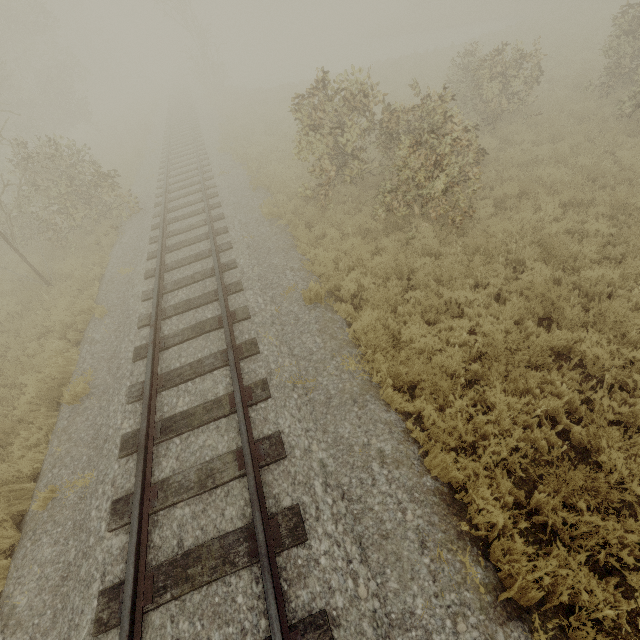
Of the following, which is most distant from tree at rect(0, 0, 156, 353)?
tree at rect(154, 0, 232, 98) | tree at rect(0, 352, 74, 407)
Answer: tree at rect(154, 0, 232, 98)

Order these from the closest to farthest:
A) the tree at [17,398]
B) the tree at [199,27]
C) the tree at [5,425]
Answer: the tree at [5,425] < the tree at [17,398] < the tree at [199,27]

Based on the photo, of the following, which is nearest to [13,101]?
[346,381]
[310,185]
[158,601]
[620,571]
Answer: [310,185]

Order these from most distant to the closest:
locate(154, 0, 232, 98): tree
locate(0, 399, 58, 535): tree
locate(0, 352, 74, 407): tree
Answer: locate(154, 0, 232, 98): tree, locate(0, 352, 74, 407): tree, locate(0, 399, 58, 535): tree

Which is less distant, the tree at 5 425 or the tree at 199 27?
the tree at 5 425

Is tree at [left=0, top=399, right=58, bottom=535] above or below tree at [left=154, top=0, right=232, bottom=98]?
below

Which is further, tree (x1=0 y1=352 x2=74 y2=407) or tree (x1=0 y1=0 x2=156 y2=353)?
tree (x1=0 y1=0 x2=156 y2=353)
